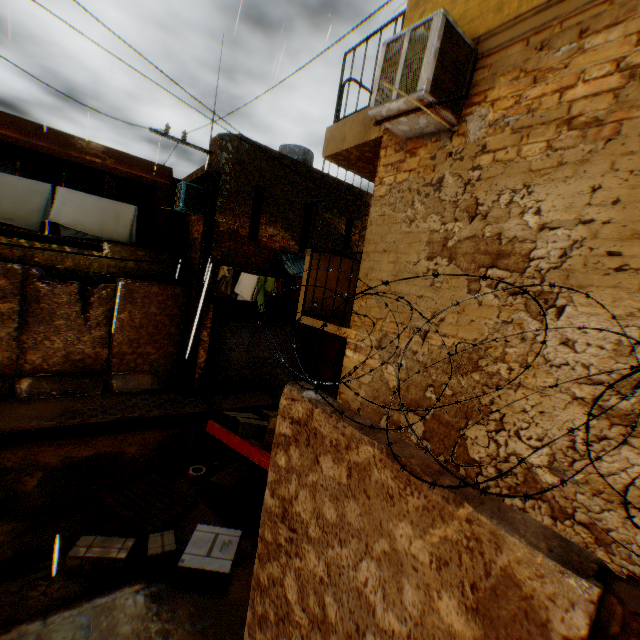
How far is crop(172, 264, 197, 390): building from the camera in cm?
1036

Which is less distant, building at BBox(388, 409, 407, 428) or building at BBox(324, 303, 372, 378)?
building at BBox(388, 409, 407, 428)

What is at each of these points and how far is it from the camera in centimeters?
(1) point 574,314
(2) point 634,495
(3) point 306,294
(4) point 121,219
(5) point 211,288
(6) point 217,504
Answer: (1) building, 273cm
(2) building, 237cm
(3) building, 594cm
(4) clothes, 1025cm
(5) building, 1009cm
(6) cardboard box, 582cm

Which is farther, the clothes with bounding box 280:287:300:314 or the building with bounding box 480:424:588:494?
the clothes with bounding box 280:287:300:314

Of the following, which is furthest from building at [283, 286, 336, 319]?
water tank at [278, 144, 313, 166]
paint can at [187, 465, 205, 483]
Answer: paint can at [187, 465, 205, 483]

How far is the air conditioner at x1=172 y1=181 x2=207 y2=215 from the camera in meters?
9.5 m

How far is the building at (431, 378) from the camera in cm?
307
